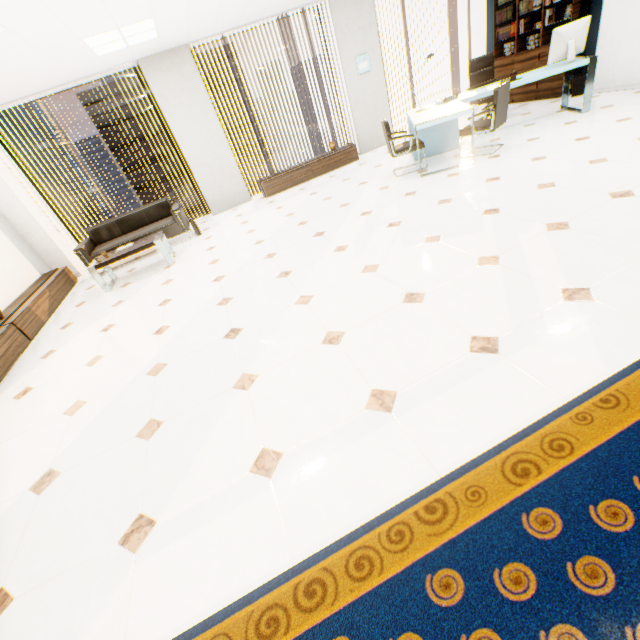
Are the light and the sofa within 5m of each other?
yes

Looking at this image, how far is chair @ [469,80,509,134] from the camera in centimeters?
460cm

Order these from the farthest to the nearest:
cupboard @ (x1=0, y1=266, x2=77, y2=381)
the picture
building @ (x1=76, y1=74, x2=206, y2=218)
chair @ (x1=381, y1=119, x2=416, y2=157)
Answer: building @ (x1=76, y1=74, x2=206, y2=218) → the picture → chair @ (x1=381, y1=119, x2=416, y2=157) → cupboard @ (x1=0, y1=266, x2=77, y2=381)

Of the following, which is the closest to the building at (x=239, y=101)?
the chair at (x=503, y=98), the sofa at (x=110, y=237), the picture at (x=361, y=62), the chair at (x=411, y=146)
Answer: the picture at (x=361, y=62)

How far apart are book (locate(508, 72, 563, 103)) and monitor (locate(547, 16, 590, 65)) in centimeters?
149cm

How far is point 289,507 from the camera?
1.57m

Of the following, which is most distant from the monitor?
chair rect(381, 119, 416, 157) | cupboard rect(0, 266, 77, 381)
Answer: cupboard rect(0, 266, 77, 381)

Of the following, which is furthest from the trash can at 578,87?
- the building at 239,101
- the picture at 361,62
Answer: the building at 239,101
